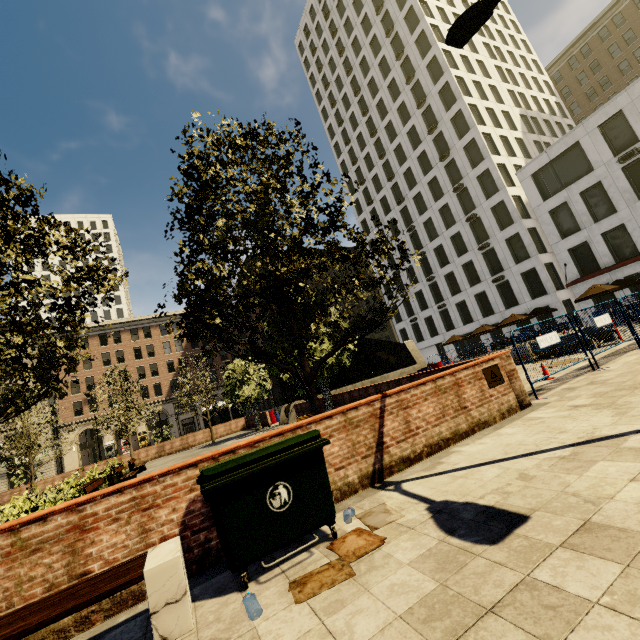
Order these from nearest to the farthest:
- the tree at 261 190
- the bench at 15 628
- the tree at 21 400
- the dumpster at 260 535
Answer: the bench at 15 628, the dumpster at 260 535, the tree at 21 400, the tree at 261 190

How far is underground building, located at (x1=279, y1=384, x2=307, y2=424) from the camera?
22.3m

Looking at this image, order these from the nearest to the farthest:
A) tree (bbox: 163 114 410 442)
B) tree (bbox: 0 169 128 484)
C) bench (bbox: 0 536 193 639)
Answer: bench (bbox: 0 536 193 639) → tree (bbox: 0 169 128 484) → tree (bbox: 163 114 410 442)

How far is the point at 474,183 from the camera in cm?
3625

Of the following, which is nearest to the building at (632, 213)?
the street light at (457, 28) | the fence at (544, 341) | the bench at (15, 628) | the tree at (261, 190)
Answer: the tree at (261, 190)

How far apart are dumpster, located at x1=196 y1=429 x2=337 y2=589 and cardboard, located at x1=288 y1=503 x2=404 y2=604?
0.1m

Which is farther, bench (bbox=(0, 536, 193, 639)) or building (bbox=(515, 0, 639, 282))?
building (bbox=(515, 0, 639, 282))

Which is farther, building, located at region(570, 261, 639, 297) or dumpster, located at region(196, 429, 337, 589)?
building, located at region(570, 261, 639, 297)
